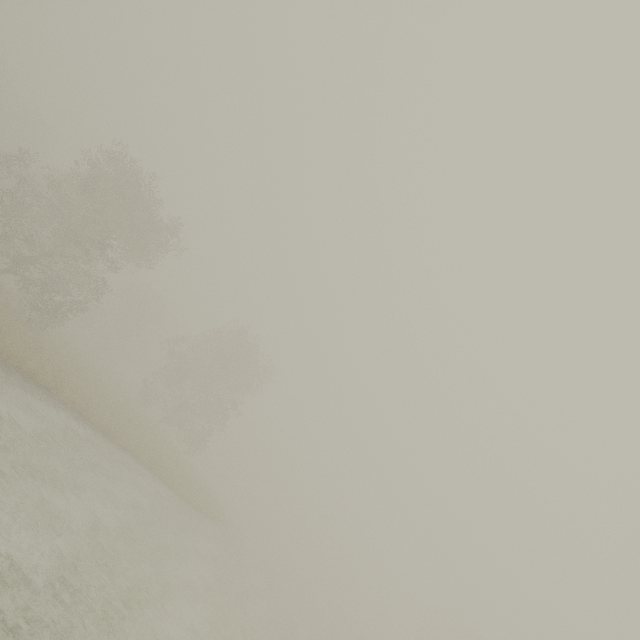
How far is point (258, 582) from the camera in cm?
2484
